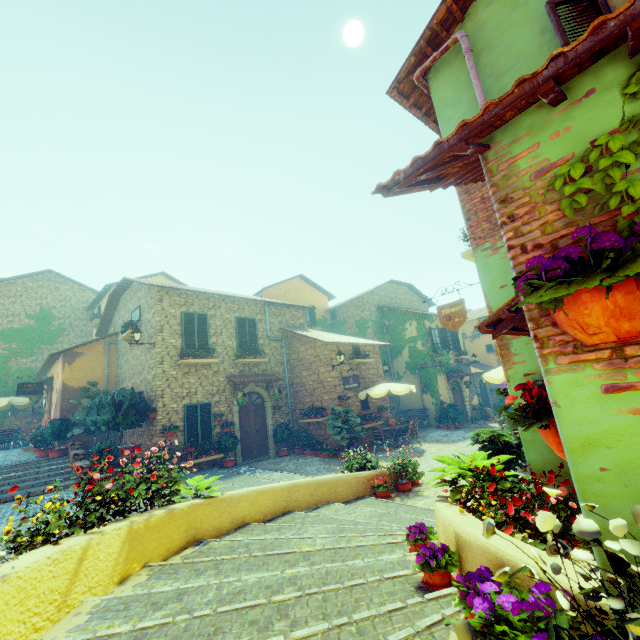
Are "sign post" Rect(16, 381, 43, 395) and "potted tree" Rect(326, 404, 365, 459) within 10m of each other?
no

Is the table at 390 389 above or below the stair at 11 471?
above

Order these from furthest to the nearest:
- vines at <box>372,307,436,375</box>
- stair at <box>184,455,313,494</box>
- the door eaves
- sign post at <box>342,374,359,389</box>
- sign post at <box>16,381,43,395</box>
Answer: vines at <box>372,307,436,375</box>
sign post at <box>16,381,43,395</box>
sign post at <box>342,374,359,389</box>
stair at <box>184,455,313,494</box>
the door eaves

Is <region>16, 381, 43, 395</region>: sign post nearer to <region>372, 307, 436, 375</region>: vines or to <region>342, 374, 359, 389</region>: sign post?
<region>342, 374, 359, 389</region>: sign post

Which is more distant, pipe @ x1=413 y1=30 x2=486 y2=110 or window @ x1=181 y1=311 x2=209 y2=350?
window @ x1=181 y1=311 x2=209 y2=350

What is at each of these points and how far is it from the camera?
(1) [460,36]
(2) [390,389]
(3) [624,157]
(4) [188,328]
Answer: (1) pipe, 4.9 meters
(2) table, 13.8 meters
(3) vines, 1.2 meters
(4) window, 13.2 meters

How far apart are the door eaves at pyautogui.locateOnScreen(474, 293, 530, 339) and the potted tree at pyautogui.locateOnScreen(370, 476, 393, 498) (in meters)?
5.71

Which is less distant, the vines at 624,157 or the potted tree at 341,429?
the vines at 624,157
